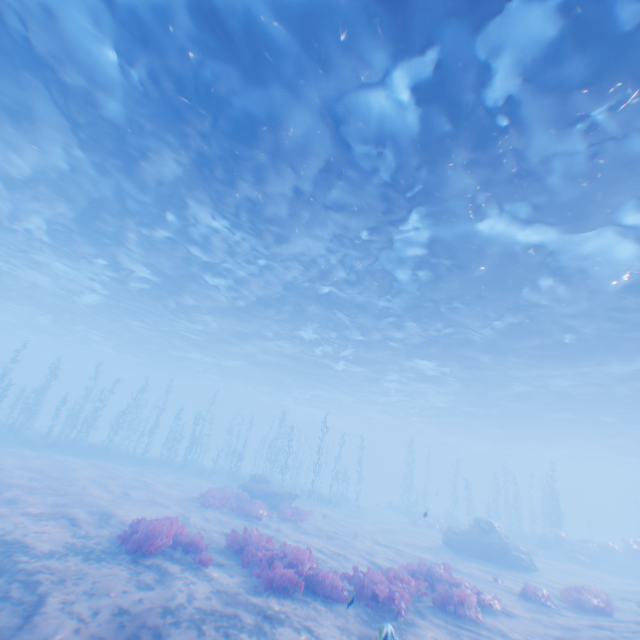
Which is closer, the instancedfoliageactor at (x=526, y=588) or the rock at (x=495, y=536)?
the instancedfoliageactor at (x=526, y=588)

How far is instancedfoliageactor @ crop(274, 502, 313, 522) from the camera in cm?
1783

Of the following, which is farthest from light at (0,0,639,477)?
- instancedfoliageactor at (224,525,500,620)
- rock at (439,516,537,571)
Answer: instancedfoliageactor at (224,525,500,620)

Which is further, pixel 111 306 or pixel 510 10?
pixel 111 306

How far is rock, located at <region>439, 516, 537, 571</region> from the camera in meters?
18.5

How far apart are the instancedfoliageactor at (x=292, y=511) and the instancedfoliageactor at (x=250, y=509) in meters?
3.3

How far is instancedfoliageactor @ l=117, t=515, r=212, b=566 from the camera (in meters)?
8.47

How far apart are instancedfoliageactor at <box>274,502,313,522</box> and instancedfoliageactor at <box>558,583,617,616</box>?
11.8m
